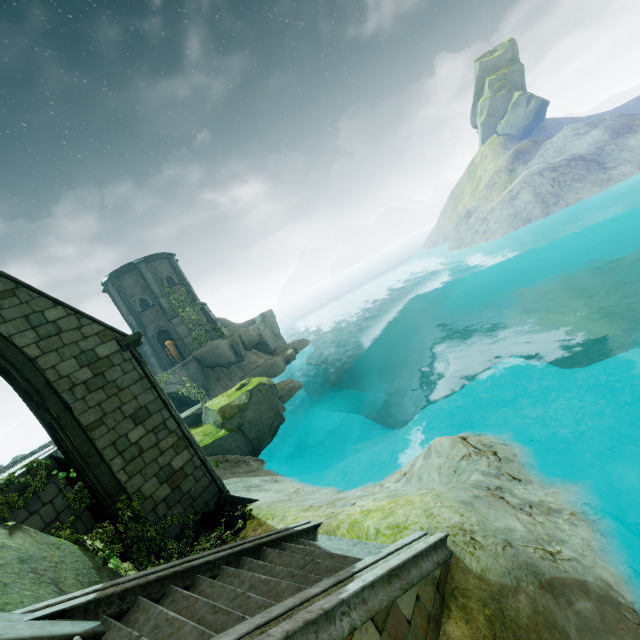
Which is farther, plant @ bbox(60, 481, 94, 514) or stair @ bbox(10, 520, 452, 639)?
plant @ bbox(60, 481, 94, 514)

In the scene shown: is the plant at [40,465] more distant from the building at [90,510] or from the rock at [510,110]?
the rock at [510,110]

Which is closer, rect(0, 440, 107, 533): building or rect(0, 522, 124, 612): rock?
rect(0, 522, 124, 612): rock

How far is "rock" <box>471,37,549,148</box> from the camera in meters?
51.4

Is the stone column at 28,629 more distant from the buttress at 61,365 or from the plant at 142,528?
the buttress at 61,365

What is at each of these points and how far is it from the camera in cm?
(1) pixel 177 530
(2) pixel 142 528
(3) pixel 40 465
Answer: (1) buttress, 756
(2) plant, 704
(3) plant, 730

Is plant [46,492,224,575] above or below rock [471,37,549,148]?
below
